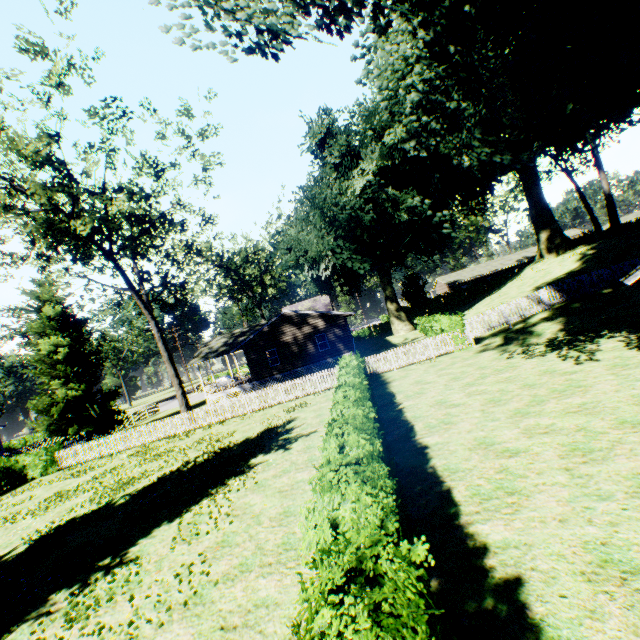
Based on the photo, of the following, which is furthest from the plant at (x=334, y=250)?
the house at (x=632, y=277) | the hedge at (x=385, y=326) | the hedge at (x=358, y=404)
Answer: the house at (x=632, y=277)

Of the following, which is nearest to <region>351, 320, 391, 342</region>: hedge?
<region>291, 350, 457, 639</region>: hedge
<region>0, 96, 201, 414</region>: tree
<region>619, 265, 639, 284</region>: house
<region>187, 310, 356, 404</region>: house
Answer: <region>187, 310, 356, 404</region>: house

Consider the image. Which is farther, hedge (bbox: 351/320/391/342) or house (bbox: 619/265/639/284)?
hedge (bbox: 351/320/391/342)

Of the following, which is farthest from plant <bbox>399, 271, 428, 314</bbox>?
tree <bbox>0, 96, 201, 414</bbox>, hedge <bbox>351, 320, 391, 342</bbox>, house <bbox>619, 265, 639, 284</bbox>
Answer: tree <bbox>0, 96, 201, 414</bbox>

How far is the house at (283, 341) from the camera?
30.1m

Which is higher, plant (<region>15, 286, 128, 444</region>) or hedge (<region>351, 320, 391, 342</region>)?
plant (<region>15, 286, 128, 444</region>)

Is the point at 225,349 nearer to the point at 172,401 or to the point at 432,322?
the point at 432,322

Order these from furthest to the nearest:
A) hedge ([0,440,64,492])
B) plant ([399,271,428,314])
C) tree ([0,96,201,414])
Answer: plant ([399,271,428,314])
hedge ([0,440,64,492])
tree ([0,96,201,414])
